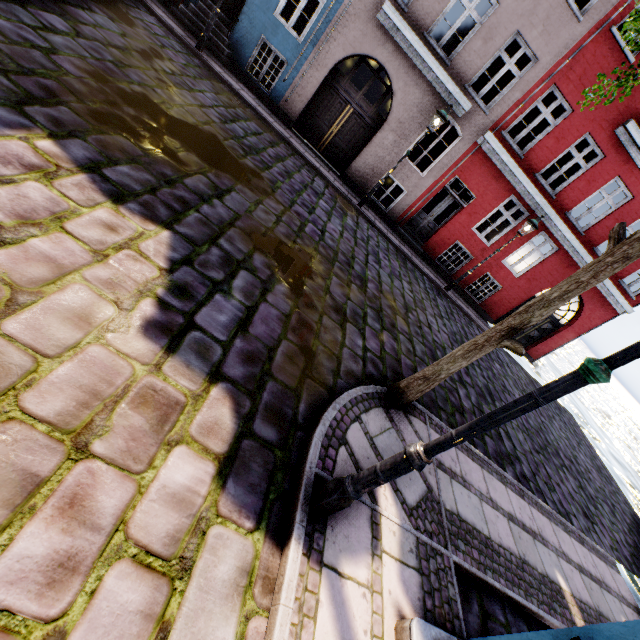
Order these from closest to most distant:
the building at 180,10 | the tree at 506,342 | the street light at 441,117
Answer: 1. the tree at 506,342
2. the street light at 441,117
3. the building at 180,10

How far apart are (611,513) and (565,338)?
7.9m

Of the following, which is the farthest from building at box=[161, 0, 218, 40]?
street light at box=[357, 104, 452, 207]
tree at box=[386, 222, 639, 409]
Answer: tree at box=[386, 222, 639, 409]

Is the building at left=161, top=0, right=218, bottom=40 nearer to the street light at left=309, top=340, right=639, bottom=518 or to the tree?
the street light at left=309, top=340, right=639, bottom=518

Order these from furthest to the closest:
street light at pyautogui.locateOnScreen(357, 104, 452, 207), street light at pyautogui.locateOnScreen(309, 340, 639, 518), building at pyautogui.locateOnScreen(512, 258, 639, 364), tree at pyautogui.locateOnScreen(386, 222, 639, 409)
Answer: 1. building at pyautogui.locateOnScreen(512, 258, 639, 364)
2. street light at pyautogui.locateOnScreen(357, 104, 452, 207)
3. tree at pyautogui.locateOnScreen(386, 222, 639, 409)
4. street light at pyautogui.locateOnScreen(309, 340, 639, 518)

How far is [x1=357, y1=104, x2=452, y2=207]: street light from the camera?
9.5 meters

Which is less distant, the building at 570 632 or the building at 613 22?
the building at 570 632
